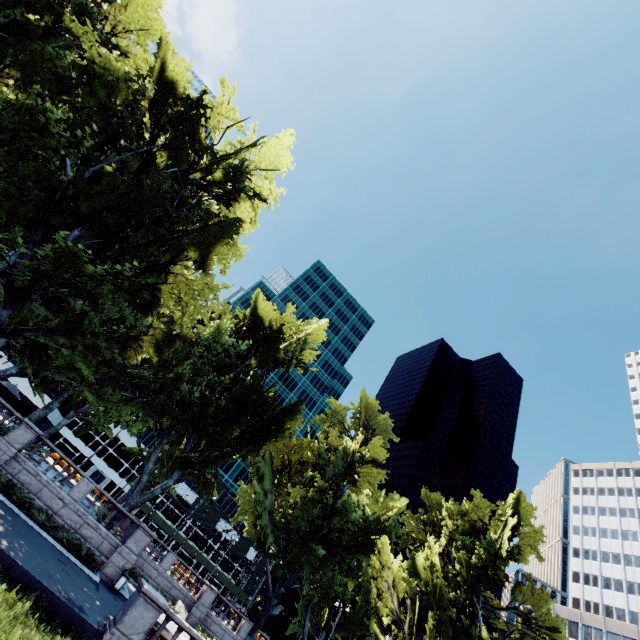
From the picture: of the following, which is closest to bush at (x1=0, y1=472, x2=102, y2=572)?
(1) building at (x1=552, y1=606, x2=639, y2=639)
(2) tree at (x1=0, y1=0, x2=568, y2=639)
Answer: (2) tree at (x1=0, y1=0, x2=568, y2=639)

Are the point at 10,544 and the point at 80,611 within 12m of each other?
yes

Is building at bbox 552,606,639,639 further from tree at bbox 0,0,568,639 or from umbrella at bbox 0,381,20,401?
umbrella at bbox 0,381,20,401

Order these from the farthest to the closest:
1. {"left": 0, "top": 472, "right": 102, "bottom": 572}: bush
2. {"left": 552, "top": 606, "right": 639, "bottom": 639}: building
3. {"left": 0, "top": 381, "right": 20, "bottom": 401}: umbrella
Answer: {"left": 552, "top": 606, "right": 639, "bottom": 639}: building → {"left": 0, "top": 381, "right": 20, "bottom": 401}: umbrella → {"left": 0, "top": 472, "right": 102, "bottom": 572}: bush

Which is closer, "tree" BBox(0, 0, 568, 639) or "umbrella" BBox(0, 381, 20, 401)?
"tree" BBox(0, 0, 568, 639)

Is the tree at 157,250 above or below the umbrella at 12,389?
above

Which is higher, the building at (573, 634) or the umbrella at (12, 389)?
the building at (573, 634)

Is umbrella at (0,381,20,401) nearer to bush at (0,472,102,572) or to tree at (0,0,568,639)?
tree at (0,0,568,639)
